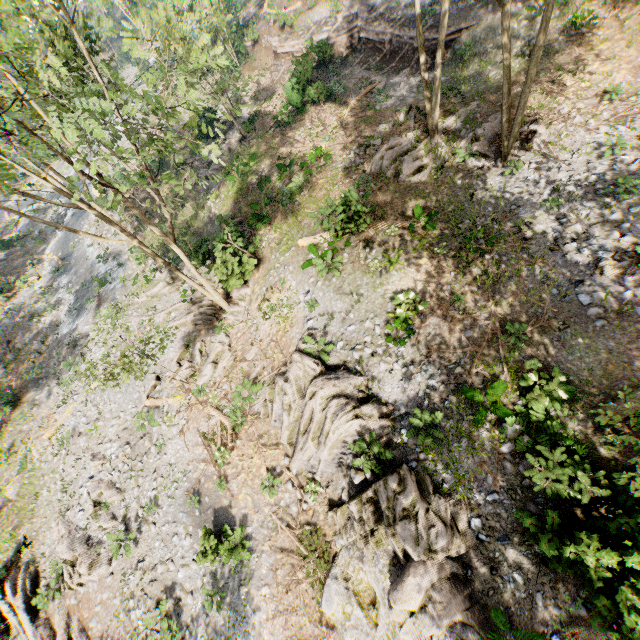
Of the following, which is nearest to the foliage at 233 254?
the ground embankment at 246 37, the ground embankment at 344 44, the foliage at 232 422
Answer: the ground embankment at 344 44

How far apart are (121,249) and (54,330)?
8.5 meters

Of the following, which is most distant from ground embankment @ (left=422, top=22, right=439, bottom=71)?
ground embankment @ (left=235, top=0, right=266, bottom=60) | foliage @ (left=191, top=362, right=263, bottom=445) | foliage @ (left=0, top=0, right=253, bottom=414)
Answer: foliage @ (left=191, top=362, right=263, bottom=445)

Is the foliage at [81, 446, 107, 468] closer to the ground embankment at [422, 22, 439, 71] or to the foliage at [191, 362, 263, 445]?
the ground embankment at [422, 22, 439, 71]

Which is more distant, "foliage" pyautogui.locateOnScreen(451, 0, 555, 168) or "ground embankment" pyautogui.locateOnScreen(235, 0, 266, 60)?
"ground embankment" pyautogui.locateOnScreen(235, 0, 266, 60)

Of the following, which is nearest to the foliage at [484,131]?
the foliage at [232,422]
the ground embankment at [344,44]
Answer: the ground embankment at [344,44]

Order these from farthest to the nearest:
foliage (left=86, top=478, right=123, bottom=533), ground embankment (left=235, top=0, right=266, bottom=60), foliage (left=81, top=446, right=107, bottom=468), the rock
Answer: ground embankment (left=235, top=0, right=266, bottom=60), foliage (left=81, top=446, right=107, bottom=468), foliage (left=86, top=478, right=123, bottom=533), the rock

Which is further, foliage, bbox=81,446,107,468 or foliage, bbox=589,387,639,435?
foliage, bbox=81,446,107,468
